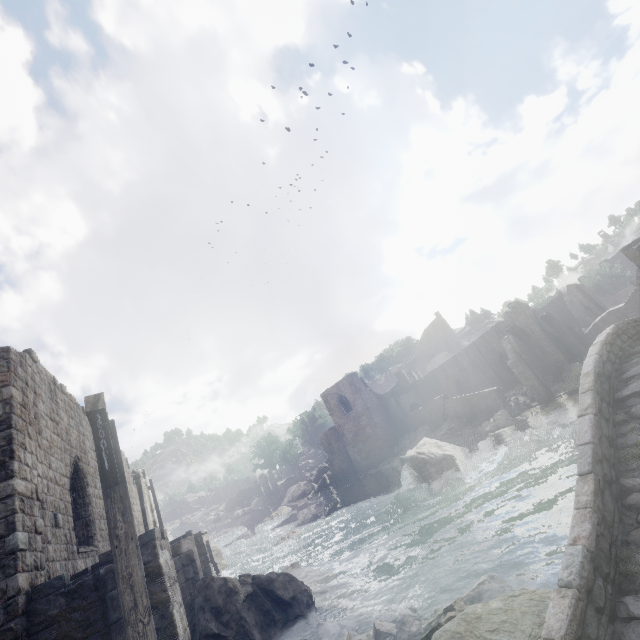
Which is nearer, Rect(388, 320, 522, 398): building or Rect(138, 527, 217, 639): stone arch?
Rect(138, 527, 217, 639): stone arch

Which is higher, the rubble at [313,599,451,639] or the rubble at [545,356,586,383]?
the rubble at [545,356,586,383]

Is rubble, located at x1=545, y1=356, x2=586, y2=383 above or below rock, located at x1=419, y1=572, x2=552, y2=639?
above

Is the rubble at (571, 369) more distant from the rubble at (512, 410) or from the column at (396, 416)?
the column at (396, 416)

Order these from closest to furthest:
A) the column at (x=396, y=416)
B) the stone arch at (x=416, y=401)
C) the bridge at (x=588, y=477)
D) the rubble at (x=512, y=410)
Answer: the bridge at (x=588, y=477), the rubble at (x=512, y=410), the column at (x=396, y=416), the stone arch at (x=416, y=401)

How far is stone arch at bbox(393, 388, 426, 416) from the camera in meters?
44.1

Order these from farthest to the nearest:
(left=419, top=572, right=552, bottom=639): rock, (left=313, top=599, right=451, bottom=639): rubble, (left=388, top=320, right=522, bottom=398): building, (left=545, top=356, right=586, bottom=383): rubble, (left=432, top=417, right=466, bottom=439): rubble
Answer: (left=388, top=320, right=522, bottom=398): building
(left=432, top=417, right=466, bottom=439): rubble
(left=545, top=356, right=586, bottom=383): rubble
(left=313, top=599, right=451, bottom=639): rubble
(left=419, top=572, right=552, bottom=639): rock

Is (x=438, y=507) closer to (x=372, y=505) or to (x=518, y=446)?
(x=518, y=446)
